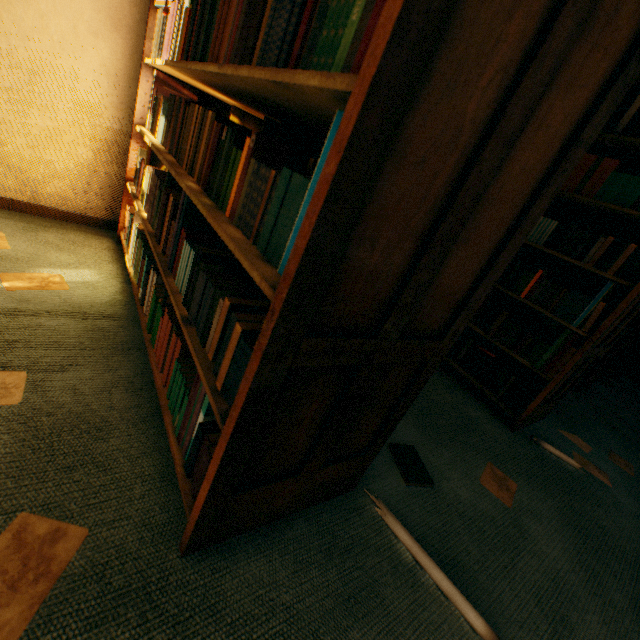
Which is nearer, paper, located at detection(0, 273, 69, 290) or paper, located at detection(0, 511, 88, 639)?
paper, located at detection(0, 511, 88, 639)

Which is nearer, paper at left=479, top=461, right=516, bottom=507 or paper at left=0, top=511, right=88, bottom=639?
paper at left=0, top=511, right=88, bottom=639

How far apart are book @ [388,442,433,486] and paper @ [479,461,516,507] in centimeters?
34cm

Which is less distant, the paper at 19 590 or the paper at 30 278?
the paper at 19 590

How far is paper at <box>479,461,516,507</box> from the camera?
1.5 meters

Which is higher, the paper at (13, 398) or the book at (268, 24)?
the book at (268, 24)

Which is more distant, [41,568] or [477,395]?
[477,395]

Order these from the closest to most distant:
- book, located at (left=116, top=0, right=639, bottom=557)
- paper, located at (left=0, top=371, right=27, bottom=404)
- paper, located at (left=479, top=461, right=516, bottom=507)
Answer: book, located at (left=116, top=0, right=639, bottom=557), paper, located at (left=0, top=371, right=27, bottom=404), paper, located at (left=479, top=461, right=516, bottom=507)
